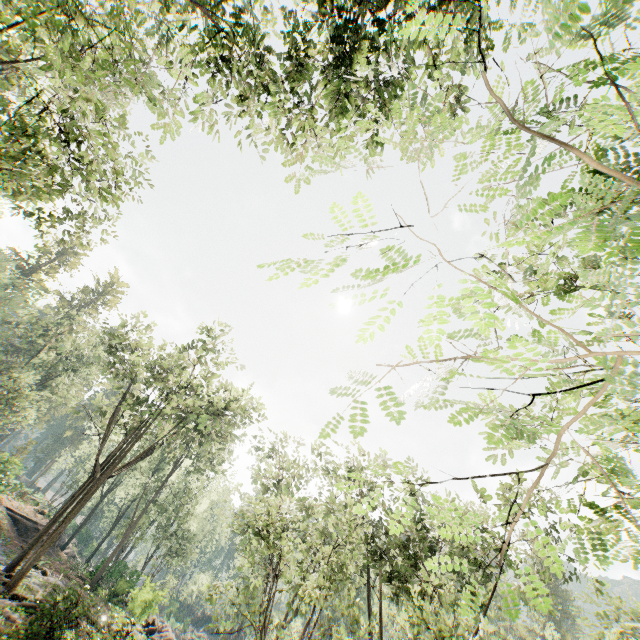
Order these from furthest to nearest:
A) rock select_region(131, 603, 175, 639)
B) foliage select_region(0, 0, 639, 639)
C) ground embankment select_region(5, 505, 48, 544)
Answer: ground embankment select_region(5, 505, 48, 544), rock select_region(131, 603, 175, 639), foliage select_region(0, 0, 639, 639)

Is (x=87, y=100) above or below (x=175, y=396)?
below

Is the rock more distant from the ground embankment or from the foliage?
the ground embankment

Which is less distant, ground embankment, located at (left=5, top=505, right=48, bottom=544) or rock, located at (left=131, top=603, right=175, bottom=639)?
rock, located at (left=131, top=603, right=175, bottom=639)

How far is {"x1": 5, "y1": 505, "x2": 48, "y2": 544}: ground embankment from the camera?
30.75m

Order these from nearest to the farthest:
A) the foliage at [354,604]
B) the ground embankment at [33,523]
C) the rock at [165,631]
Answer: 1. the foliage at [354,604]
2. the rock at [165,631]
3. the ground embankment at [33,523]

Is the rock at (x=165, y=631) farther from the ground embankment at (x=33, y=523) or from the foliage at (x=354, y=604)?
the ground embankment at (x=33, y=523)
